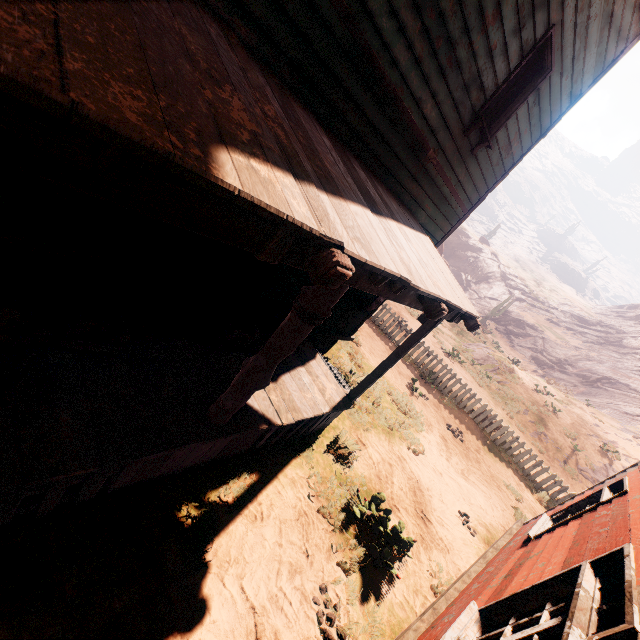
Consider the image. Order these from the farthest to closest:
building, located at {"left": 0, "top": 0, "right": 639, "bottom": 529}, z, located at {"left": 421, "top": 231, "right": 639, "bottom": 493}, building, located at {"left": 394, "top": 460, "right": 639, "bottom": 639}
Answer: z, located at {"left": 421, "top": 231, "right": 639, "bottom": 493} → building, located at {"left": 394, "top": 460, "right": 639, "bottom": 639} → building, located at {"left": 0, "top": 0, "right": 639, "bottom": 529}

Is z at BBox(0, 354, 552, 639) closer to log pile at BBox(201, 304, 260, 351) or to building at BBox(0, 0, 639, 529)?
building at BBox(0, 0, 639, 529)

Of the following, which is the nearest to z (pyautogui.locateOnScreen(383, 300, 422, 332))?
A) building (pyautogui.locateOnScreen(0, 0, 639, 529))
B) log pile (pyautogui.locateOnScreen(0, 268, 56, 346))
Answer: building (pyautogui.locateOnScreen(0, 0, 639, 529))

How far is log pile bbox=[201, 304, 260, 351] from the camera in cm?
471

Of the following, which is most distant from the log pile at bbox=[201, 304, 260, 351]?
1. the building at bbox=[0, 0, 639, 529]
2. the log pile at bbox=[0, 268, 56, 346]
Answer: the log pile at bbox=[0, 268, 56, 346]

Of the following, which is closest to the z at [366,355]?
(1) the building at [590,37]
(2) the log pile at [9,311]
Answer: (1) the building at [590,37]

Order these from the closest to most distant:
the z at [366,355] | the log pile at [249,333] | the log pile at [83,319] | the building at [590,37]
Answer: the building at [590,37]
the log pile at [83,319]
the log pile at [249,333]
the z at [366,355]

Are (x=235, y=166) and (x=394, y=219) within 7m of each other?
yes
